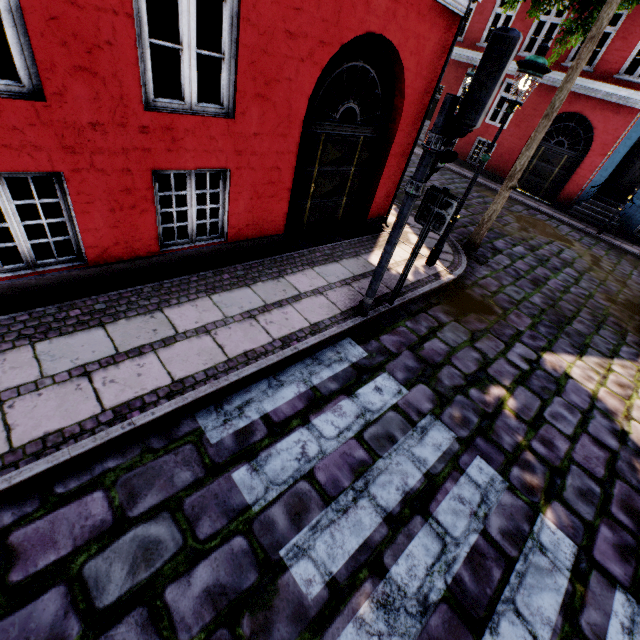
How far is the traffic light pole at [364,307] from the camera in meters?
4.0

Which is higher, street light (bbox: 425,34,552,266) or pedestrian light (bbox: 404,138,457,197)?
street light (bbox: 425,34,552,266)

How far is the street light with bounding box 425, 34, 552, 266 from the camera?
4.71m

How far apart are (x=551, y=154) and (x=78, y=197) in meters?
18.1 m

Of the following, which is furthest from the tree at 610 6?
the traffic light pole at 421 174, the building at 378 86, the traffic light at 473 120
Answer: the traffic light pole at 421 174

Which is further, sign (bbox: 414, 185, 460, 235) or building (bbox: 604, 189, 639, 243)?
building (bbox: 604, 189, 639, 243)

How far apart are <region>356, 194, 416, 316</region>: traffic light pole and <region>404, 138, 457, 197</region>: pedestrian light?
0.0m

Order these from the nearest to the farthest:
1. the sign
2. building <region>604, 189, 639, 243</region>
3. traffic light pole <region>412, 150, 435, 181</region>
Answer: traffic light pole <region>412, 150, 435, 181</region>
the sign
building <region>604, 189, 639, 243</region>
